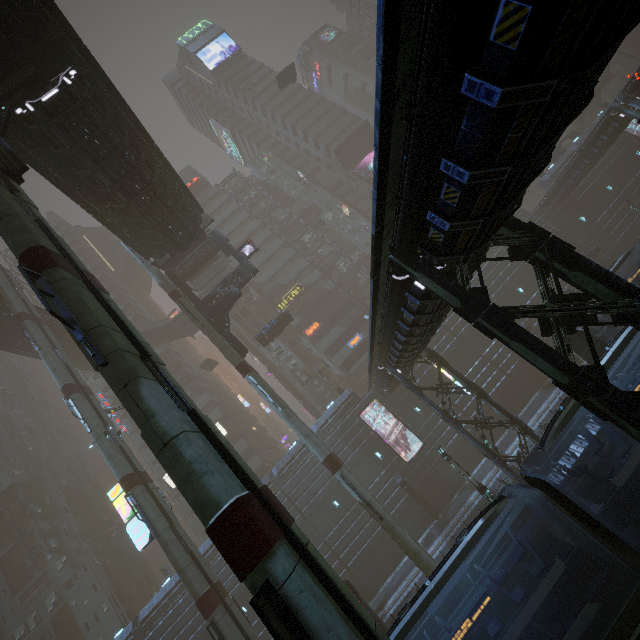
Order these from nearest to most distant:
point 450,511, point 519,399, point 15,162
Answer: A:
point 15,162
point 450,511
point 519,399

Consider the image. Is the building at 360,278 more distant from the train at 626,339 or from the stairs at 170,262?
the stairs at 170,262

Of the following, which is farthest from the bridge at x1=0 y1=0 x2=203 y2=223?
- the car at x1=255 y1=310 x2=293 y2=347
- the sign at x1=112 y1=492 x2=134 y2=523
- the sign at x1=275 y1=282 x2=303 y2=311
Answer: the sign at x1=275 y1=282 x2=303 y2=311

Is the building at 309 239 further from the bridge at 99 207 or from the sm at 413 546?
the bridge at 99 207

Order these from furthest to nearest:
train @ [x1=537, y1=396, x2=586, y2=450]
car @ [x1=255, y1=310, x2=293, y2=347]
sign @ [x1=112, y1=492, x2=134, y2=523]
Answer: car @ [x1=255, y1=310, x2=293, y2=347] → sign @ [x1=112, y1=492, x2=134, y2=523] → train @ [x1=537, y1=396, x2=586, y2=450]

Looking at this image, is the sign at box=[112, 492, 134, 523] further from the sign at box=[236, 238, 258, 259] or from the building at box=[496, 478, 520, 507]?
the sign at box=[236, 238, 258, 259]

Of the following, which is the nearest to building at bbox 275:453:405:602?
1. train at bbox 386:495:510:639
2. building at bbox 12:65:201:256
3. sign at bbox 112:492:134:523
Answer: sign at bbox 112:492:134:523

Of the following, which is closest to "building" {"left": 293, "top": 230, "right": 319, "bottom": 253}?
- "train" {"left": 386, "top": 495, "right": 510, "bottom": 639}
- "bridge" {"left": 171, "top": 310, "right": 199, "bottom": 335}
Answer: "bridge" {"left": 171, "top": 310, "right": 199, "bottom": 335}
